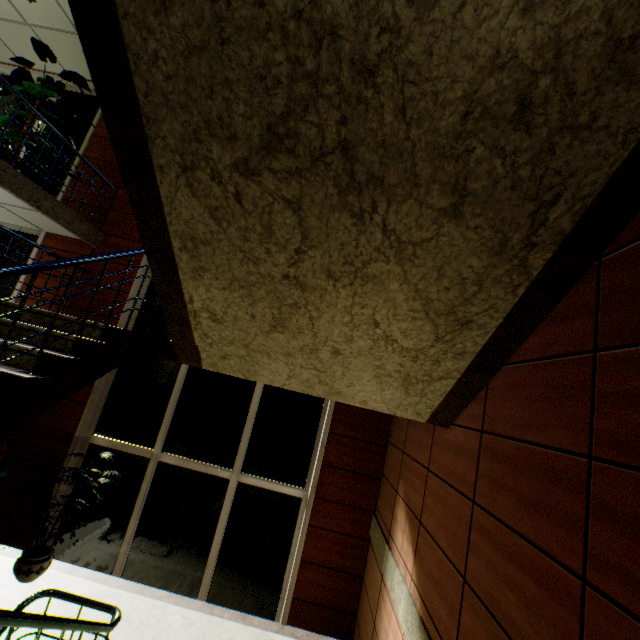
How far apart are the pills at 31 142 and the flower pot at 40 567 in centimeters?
558cm

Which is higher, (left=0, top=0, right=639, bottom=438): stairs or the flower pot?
(left=0, top=0, right=639, bottom=438): stairs

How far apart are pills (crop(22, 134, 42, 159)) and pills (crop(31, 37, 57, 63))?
1.3m

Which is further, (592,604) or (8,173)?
(8,173)

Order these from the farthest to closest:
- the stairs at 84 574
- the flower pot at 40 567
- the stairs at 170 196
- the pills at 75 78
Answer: the pills at 75 78, the flower pot at 40 567, the stairs at 84 574, the stairs at 170 196

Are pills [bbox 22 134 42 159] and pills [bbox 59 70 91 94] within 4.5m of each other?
yes

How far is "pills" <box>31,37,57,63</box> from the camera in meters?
5.4 m

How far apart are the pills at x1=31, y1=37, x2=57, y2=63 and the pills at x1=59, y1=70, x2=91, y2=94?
0.2 meters
